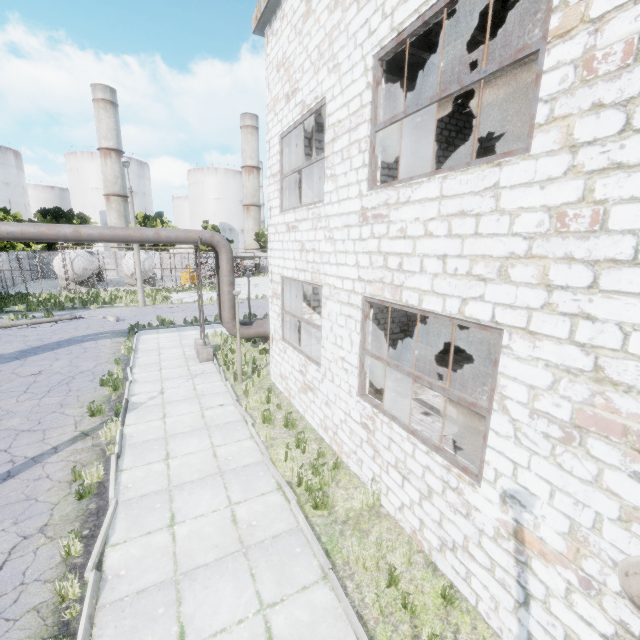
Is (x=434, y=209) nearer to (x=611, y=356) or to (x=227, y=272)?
(x=611, y=356)

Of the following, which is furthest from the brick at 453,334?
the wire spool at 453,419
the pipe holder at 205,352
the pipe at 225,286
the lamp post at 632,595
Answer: the lamp post at 632,595

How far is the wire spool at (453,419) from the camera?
6.7 meters

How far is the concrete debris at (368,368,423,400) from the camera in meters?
9.7

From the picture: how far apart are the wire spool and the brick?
6.3 meters

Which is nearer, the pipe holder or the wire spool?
the wire spool

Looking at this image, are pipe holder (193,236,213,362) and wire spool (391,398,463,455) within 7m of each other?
no

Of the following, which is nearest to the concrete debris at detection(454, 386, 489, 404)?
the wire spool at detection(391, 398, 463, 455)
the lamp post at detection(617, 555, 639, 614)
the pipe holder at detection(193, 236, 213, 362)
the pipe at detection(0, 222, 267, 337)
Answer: the wire spool at detection(391, 398, 463, 455)
